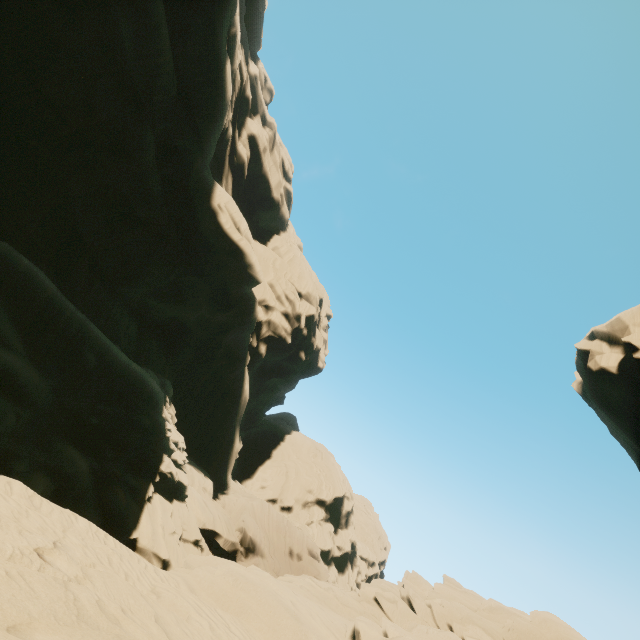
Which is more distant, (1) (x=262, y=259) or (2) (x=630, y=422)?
(1) (x=262, y=259)

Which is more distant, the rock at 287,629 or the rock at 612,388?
the rock at 612,388

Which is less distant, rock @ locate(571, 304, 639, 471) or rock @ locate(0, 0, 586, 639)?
rock @ locate(0, 0, 586, 639)
